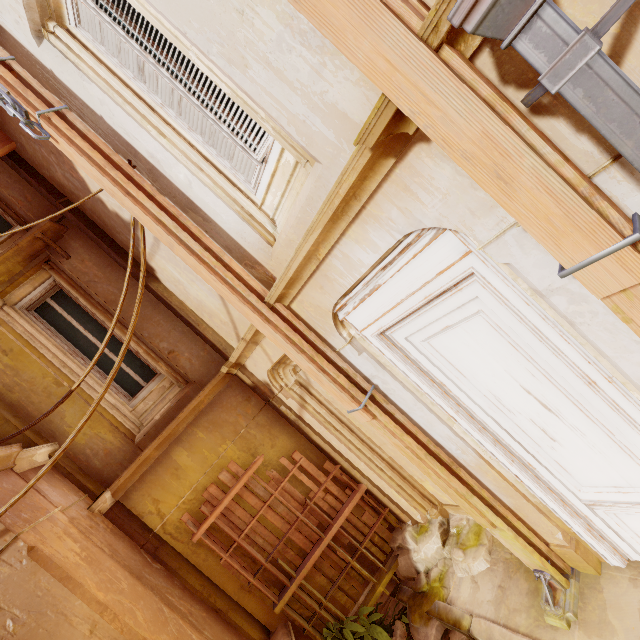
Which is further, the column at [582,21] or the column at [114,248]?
the column at [114,248]

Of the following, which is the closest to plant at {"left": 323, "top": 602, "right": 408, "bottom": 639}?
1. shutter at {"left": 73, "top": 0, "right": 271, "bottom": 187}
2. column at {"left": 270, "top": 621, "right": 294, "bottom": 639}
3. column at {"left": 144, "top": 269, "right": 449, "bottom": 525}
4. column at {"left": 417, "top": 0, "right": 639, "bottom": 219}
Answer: column at {"left": 270, "top": 621, "right": 294, "bottom": 639}

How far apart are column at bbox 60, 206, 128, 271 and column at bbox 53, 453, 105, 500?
2.6 meters

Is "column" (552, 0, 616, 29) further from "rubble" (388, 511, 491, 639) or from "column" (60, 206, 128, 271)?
"column" (60, 206, 128, 271)

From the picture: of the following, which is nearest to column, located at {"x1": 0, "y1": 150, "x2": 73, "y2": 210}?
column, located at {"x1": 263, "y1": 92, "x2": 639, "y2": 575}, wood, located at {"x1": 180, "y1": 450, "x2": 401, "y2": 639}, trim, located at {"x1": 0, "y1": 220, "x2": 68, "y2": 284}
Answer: trim, located at {"x1": 0, "y1": 220, "x2": 68, "y2": 284}

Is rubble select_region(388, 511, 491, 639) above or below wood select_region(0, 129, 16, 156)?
below

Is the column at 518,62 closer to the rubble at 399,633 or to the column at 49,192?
the rubble at 399,633

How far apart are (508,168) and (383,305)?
1.55m
